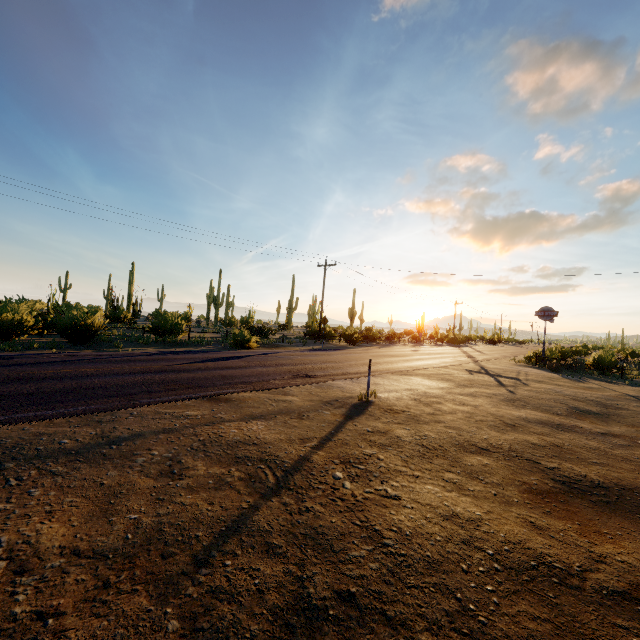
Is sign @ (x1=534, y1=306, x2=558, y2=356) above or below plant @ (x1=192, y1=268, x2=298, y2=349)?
above

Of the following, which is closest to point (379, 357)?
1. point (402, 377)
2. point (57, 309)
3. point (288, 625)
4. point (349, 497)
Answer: point (402, 377)

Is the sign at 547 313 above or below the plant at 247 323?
above

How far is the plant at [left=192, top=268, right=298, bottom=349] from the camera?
19.8m

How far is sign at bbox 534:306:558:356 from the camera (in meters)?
25.48

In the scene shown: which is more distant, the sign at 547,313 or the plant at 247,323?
the sign at 547,313

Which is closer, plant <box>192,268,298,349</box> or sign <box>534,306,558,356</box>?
plant <box>192,268,298,349</box>
